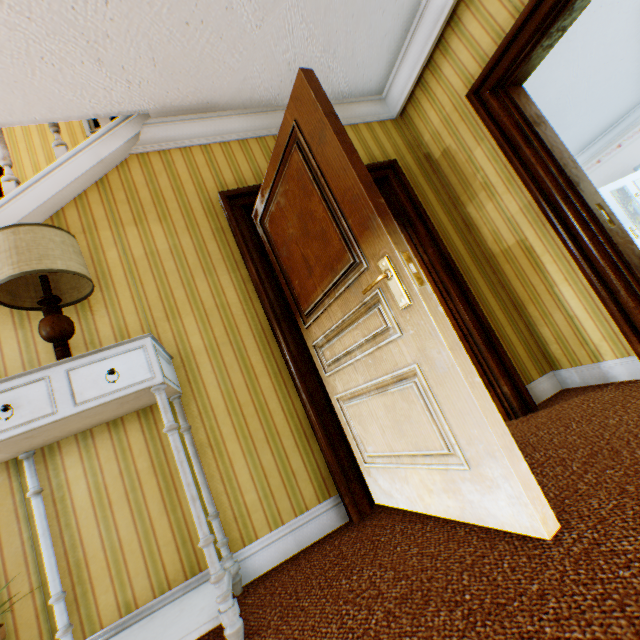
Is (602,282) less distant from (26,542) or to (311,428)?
(311,428)

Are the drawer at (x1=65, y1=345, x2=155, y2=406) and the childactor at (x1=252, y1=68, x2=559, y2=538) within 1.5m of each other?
Answer: yes

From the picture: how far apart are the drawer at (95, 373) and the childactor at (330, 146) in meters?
1.0

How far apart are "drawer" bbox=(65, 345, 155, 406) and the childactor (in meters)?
0.98

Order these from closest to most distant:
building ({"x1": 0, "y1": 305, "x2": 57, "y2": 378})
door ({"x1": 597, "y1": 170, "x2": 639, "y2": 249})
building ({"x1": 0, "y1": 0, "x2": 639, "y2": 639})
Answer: Answer:
building ({"x1": 0, "y1": 0, "x2": 639, "y2": 639})
building ({"x1": 0, "y1": 305, "x2": 57, "y2": 378})
door ({"x1": 597, "y1": 170, "x2": 639, "y2": 249})

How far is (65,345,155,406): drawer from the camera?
1.4m

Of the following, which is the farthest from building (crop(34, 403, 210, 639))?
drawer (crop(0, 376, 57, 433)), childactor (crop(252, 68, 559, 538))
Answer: drawer (crop(0, 376, 57, 433))

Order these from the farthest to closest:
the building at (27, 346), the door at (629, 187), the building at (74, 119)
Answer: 1. the door at (629, 187)
2. the building at (27, 346)
3. the building at (74, 119)
